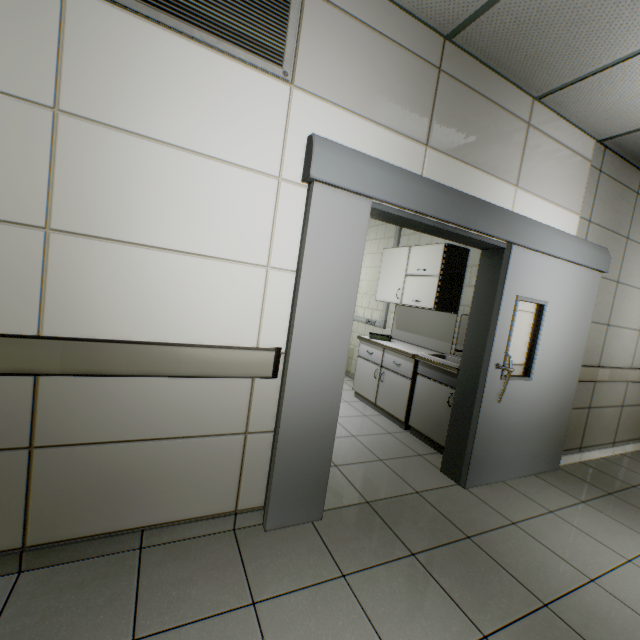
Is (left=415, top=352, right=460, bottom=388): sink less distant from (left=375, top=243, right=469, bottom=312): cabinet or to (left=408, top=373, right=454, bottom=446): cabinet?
(left=408, top=373, right=454, bottom=446): cabinet

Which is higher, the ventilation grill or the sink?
the ventilation grill

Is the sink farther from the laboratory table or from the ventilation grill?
the ventilation grill

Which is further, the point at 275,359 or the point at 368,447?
the point at 368,447

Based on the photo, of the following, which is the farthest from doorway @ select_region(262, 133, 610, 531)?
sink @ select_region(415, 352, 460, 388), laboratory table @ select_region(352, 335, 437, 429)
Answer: laboratory table @ select_region(352, 335, 437, 429)

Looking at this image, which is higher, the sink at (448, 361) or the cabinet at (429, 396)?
the sink at (448, 361)

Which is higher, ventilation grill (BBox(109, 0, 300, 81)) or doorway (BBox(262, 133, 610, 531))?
ventilation grill (BBox(109, 0, 300, 81))

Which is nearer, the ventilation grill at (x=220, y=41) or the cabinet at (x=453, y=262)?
the ventilation grill at (x=220, y=41)
